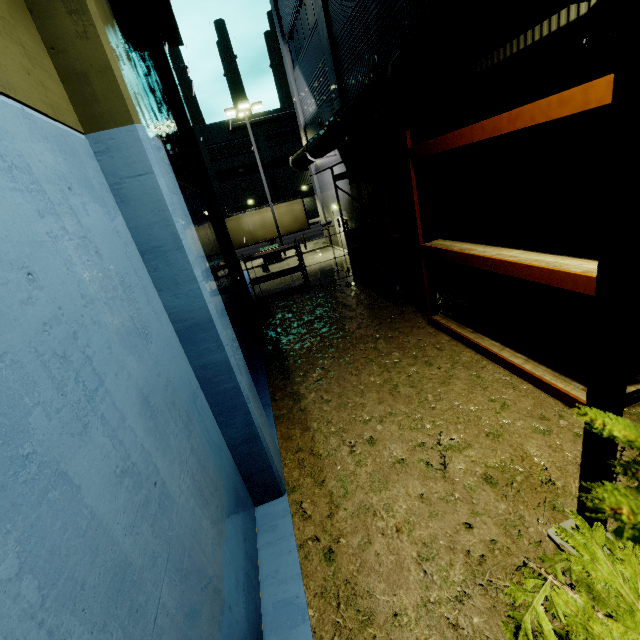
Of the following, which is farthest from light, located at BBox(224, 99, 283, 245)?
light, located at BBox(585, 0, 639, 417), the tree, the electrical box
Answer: the tree

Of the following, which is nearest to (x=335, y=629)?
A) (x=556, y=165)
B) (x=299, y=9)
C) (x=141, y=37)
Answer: (x=556, y=165)

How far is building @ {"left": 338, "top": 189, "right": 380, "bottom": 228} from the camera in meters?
15.5

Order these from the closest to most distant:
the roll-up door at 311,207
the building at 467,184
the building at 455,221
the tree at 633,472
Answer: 1. the tree at 633,472
2. the building at 467,184
3. the building at 455,221
4. the roll-up door at 311,207

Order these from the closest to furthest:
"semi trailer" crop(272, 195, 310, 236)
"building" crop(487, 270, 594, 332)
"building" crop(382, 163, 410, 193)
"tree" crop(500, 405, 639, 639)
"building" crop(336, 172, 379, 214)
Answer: "tree" crop(500, 405, 639, 639) < "building" crop(487, 270, 594, 332) < "building" crop(382, 163, 410, 193) < "building" crop(336, 172, 379, 214) < "semi trailer" crop(272, 195, 310, 236)

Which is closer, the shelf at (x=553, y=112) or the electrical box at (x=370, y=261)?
the shelf at (x=553, y=112)

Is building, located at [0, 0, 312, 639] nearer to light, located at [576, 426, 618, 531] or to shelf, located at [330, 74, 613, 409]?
shelf, located at [330, 74, 613, 409]

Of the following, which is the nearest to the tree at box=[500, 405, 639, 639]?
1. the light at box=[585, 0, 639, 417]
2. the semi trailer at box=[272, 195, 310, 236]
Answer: the light at box=[585, 0, 639, 417]
